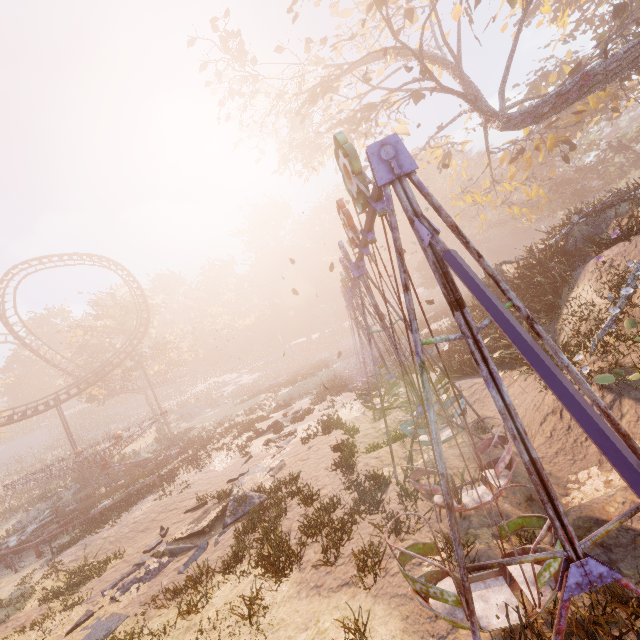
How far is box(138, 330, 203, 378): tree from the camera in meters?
42.2 m

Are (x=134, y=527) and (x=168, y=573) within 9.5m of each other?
yes

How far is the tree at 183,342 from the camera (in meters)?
42.25

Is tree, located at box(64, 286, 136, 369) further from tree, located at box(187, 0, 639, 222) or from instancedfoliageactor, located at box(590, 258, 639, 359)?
instancedfoliageactor, located at box(590, 258, 639, 359)

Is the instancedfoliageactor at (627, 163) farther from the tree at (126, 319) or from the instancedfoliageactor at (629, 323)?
the tree at (126, 319)

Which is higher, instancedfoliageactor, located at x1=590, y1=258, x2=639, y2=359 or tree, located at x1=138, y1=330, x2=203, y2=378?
tree, located at x1=138, y1=330, x2=203, y2=378
